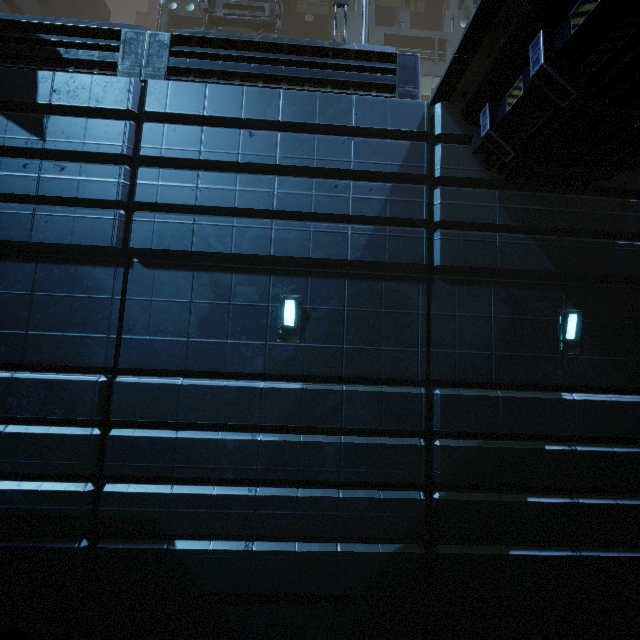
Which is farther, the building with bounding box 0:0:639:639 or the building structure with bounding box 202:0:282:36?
the building structure with bounding box 202:0:282:36

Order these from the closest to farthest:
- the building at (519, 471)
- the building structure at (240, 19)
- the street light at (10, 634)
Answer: the street light at (10, 634) → the building at (519, 471) → the building structure at (240, 19)

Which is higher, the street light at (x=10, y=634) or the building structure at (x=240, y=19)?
the building structure at (x=240, y=19)

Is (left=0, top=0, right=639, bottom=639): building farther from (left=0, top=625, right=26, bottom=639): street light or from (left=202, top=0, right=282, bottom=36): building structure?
(left=0, top=625, right=26, bottom=639): street light

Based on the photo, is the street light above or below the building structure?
below

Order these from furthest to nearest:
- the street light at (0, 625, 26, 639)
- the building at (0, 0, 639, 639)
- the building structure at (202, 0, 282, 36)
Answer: the building structure at (202, 0, 282, 36), the building at (0, 0, 639, 639), the street light at (0, 625, 26, 639)

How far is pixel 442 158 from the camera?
6.6 meters

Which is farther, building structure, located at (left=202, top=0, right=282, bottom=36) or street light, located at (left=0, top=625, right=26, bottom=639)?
building structure, located at (left=202, top=0, right=282, bottom=36)
